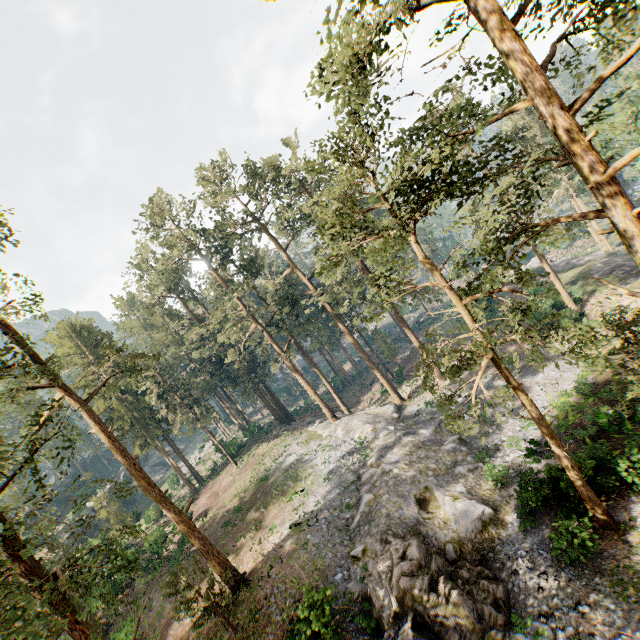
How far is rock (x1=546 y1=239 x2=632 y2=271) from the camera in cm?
3871

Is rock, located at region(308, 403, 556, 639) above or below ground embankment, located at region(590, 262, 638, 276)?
above

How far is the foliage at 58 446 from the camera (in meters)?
10.09

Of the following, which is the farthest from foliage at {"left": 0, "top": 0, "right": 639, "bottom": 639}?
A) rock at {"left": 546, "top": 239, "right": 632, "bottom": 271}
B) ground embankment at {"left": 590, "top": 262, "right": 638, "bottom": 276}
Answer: ground embankment at {"left": 590, "top": 262, "right": 638, "bottom": 276}

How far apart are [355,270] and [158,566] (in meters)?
45.41

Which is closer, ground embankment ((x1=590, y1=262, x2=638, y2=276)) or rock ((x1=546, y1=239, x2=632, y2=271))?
ground embankment ((x1=590, y1=262, x2=638, y2=276))

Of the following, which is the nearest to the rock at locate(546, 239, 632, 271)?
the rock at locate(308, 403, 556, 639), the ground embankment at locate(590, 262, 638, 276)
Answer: the ground embankment at locate(590, 262, 638, 276)

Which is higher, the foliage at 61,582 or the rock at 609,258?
the foliage at 61,582
